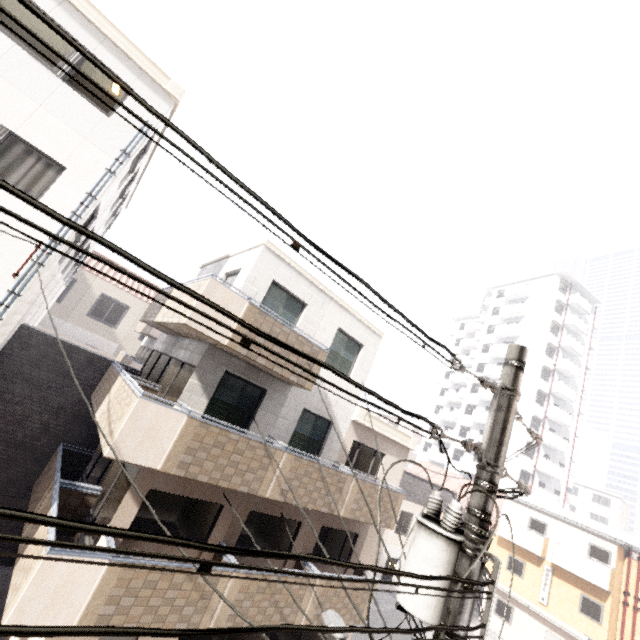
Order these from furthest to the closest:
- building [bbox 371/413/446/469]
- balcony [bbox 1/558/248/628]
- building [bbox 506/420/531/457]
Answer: building [bbox 371/413/446/469], building [bbox 506/420/531/457], balcony [bbox 1/558/248/628]

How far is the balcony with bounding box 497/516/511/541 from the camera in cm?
2445

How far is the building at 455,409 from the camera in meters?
39.7 m

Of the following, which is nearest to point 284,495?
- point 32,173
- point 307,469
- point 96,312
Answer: point 307,469

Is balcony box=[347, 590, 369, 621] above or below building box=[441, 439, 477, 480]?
below

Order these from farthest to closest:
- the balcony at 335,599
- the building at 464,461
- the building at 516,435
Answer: the building at 464,461
the building at 516,435
the balcony at 335,599

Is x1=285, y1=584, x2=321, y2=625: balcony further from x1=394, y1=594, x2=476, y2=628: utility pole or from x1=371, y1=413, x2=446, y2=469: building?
x1=371, y1=413, x2=446, y2=469: building

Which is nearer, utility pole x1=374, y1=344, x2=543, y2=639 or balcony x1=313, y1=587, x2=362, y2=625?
utility pole x1=374, y1=344, x2=543, y2=639
